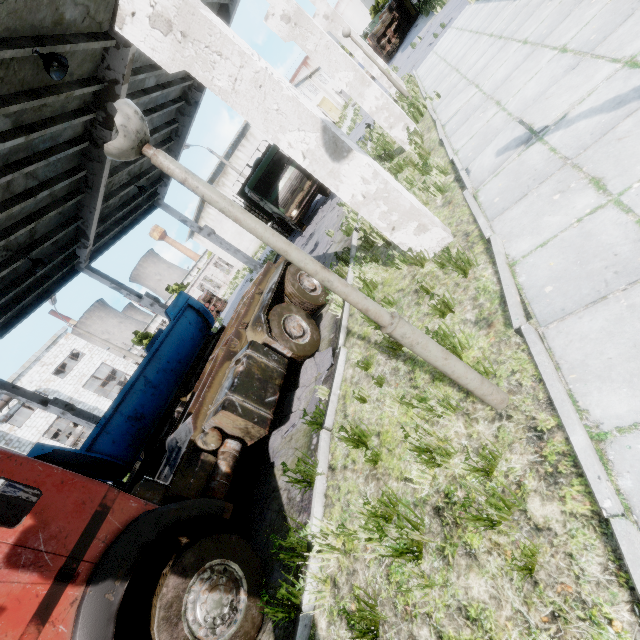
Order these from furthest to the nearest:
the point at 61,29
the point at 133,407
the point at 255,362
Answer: the point at 133,407 < the point at 61,29 < the point at 255,362

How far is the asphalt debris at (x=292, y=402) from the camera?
5.8m

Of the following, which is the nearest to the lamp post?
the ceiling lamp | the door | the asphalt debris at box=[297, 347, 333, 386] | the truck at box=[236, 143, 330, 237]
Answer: the asphalt debris at box=[297, 347, 333, 386]

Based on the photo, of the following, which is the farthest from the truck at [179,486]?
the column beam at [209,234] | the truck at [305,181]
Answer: the column beam at [209,234]

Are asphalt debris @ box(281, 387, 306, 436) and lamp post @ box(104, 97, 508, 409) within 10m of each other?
yes

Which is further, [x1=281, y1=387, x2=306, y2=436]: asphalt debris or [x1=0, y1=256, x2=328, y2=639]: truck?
[x1=281, y1=387, x2=306, y2=436]: asphalt debris

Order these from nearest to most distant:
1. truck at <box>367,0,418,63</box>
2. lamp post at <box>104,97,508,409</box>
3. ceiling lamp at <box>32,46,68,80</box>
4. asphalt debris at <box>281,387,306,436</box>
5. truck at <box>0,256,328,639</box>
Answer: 1. lamp post at <box>104,97,508,409</box>
2. truck at <box>0,256,328,639</box>
3. asphalt debris at <box>281,387,306,436</box>
4. ceiling lamp at <box>32,46,68,80</box>
5. truck at <box>367,0,418,63</box>

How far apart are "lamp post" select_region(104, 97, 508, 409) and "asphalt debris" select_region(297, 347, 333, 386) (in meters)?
2.97
